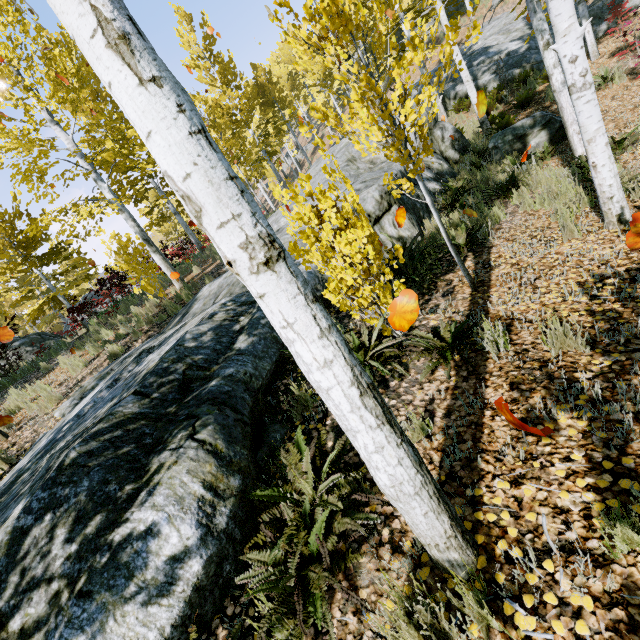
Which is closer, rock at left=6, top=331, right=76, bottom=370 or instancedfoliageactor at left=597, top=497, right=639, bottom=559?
instancedfoliageactor at left=597, top=497, right=639, bottom=559

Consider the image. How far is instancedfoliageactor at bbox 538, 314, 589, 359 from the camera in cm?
260

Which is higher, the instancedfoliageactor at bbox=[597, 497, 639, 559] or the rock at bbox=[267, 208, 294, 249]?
the rock at bbox=[267, 208, 294, 249]

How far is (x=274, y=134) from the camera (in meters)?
26.55

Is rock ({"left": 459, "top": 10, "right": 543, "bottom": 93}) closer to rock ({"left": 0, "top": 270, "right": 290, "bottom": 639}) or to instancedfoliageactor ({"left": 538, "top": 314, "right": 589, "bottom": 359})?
instancedfoliageactor ({"left": 538, "top": 314, "right": 589, "bottom": 359})

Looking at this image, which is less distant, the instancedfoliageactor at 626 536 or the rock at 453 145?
the instancedfoliageactor at 626 536

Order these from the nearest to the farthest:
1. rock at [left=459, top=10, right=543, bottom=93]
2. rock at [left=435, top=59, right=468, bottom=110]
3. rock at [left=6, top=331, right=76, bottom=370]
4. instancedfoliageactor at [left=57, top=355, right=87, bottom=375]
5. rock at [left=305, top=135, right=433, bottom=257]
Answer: rock at [left=305, top=135, right=433, bottom=257]
instancedfoliageactor at [left=57, top=355, right=87, bottom=375]
rock at [left=6, top=331, right=76, bottom=370]
rock at [left=459, top=10, right=543, bottom=93]
rock at [left=435, top=59, right=468, bottom=110]

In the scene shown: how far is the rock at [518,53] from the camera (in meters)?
13.16
